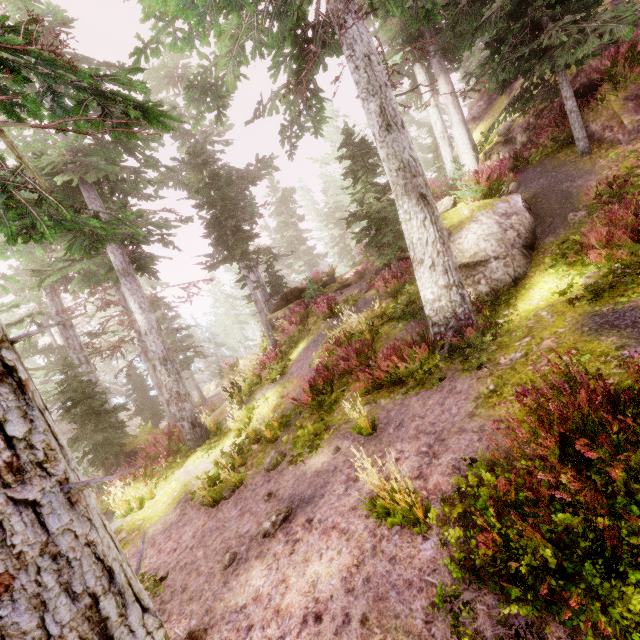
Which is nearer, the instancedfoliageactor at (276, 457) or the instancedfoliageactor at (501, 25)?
the instancedfoliageactor at (501, 25)

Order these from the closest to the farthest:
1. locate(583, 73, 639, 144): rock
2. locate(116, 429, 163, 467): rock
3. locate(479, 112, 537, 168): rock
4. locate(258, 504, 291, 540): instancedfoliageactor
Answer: locate(258, 504, 291, 540): instancedfoliageactor
locate(583, 73, 639, 144): rock
locate(479, 112, 537, 168): rock
locate(116, 429, 163, 467): rock

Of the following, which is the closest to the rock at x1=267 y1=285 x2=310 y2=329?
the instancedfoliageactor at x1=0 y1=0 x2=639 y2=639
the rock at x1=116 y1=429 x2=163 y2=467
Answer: the instancedfoliageactor at x1=0 y1=0 x2=639 y2=639

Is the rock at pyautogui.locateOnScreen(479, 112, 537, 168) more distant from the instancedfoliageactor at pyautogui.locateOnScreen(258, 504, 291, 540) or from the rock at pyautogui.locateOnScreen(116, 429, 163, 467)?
the rock at pyautogui.locateOnScreen(116, 429, 163, 467)

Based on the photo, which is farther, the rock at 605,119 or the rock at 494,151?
the rock at 494,151

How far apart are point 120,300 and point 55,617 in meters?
21.9

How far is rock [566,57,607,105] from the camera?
11.3 meters
